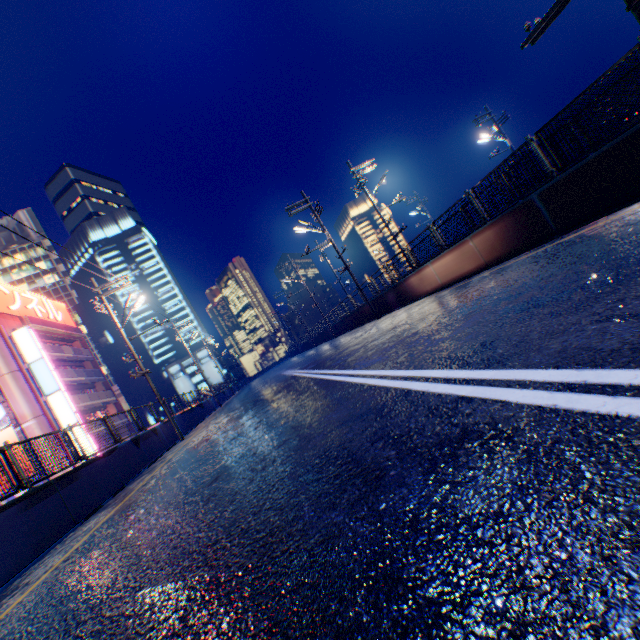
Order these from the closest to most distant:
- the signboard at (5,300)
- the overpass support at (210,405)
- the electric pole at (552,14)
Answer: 1. the electric pole at (552,14)
2. the overpass support at (210,405)
3. the signboard at (5,300)

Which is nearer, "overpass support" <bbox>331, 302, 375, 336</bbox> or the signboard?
"overpass support" <bbox>331, 302, 375, 336</bbox>

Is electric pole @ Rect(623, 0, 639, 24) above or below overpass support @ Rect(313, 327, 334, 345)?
above

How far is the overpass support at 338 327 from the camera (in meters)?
22.97

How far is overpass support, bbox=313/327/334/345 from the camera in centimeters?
3571cm

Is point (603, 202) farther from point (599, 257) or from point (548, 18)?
point (599, 257)

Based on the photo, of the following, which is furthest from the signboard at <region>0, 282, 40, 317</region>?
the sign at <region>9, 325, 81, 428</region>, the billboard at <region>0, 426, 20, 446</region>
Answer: A: the sign at <region>9, 325, 81, 428</region>

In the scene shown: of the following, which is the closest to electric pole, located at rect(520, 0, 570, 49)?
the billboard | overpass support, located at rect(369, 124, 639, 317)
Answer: overpass support, located at rect(369, 124, 639, 317)
